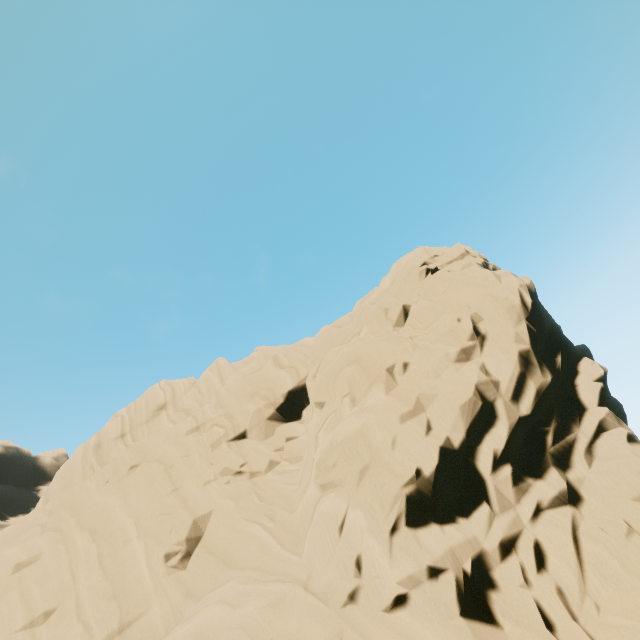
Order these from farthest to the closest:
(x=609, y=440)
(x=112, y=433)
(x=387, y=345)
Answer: (x=112, y=433)
(x=387, y=345)
(x=609, y=440)
